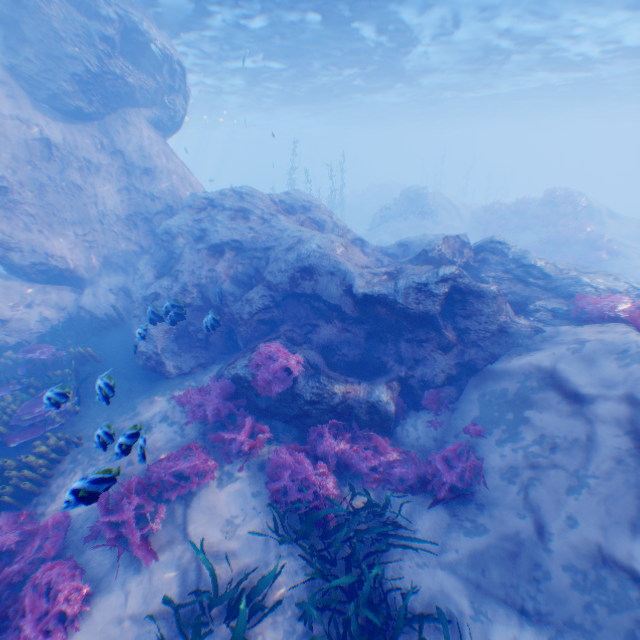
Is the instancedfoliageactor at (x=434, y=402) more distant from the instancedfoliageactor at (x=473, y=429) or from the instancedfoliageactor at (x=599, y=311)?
the instancedfoliageactor at (x=599, y=311)

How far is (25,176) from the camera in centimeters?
1120cm

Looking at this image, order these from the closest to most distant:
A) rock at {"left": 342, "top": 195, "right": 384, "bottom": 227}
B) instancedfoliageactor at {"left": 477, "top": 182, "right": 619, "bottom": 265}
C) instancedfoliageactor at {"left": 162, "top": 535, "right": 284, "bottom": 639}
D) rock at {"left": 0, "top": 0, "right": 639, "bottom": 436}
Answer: instancedfoliageactor at {"left": 162, "top": 535, "right": 284, "bottom": 639}
rock at {"left": 0, "top": 0, "right": 639, "bottom": 436}
instancedfoliageactor at {"left": 477, "top": 182, "right": 619, "bottom": 265}
rock at {"left": 342, "top": 195, "right": 384, "bottom": 227}

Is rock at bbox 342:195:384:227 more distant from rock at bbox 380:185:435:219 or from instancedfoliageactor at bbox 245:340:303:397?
instancedfoliageactor at bbox 245:340:303:397

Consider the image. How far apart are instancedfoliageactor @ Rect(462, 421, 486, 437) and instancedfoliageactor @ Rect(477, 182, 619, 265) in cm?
2159

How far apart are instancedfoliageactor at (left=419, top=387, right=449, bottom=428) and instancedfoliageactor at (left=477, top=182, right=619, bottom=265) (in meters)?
20.97

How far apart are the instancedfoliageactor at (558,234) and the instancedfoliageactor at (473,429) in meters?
21.6 m

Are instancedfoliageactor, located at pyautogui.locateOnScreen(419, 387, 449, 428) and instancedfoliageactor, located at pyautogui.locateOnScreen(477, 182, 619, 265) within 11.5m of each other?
no
